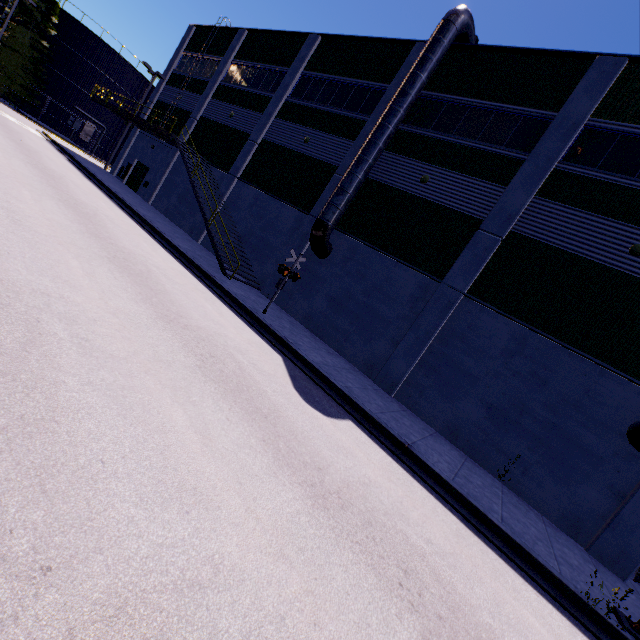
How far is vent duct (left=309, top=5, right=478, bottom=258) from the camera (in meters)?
13.96

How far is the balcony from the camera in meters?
20.8 m

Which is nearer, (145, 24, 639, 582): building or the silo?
(145, 24, 639, 582): building

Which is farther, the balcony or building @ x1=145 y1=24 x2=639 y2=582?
the balcony

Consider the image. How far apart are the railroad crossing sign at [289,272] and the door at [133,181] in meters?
21.7 m

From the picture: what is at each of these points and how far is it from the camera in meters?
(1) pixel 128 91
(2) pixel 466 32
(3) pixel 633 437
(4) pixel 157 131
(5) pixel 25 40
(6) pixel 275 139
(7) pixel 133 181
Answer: (1) silo, 41.7 m
(2) vent duct, 14.7 m
(3) vent duct, 9.1 m
(4) balcony, 21.3 m
(5) tree, 33.4 m
(6) building, 19.9 m
(7) door, 28.0 m

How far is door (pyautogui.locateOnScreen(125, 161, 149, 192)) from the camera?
27.4m

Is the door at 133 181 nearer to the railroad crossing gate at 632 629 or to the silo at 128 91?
the silo at 128 91
